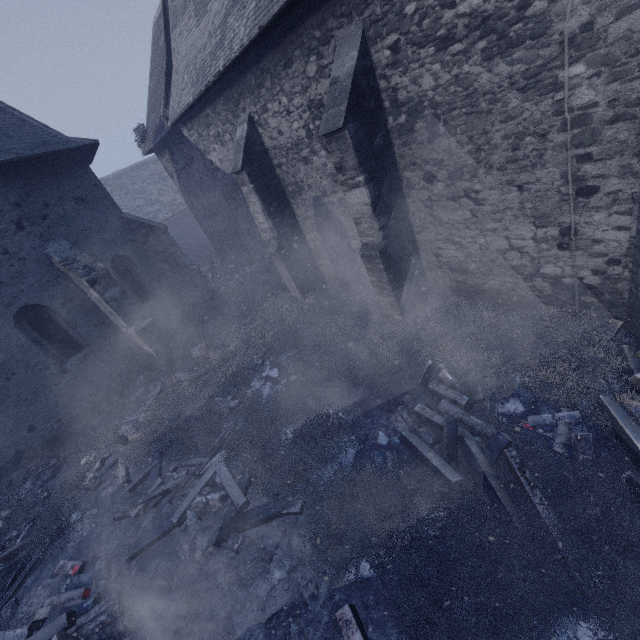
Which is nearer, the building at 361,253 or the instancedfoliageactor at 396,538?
the instancedfoliageactor at 396,538

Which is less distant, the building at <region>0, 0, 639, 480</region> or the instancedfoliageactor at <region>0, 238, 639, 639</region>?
the instancedfoliageactor at <region>0, 238, 639, 639</region>

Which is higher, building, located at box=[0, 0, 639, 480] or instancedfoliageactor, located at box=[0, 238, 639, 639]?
building, located at box=[0, 0, 639, 480]

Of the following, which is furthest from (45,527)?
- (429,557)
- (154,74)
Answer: (154,74)

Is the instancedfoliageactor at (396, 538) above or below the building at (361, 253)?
below
